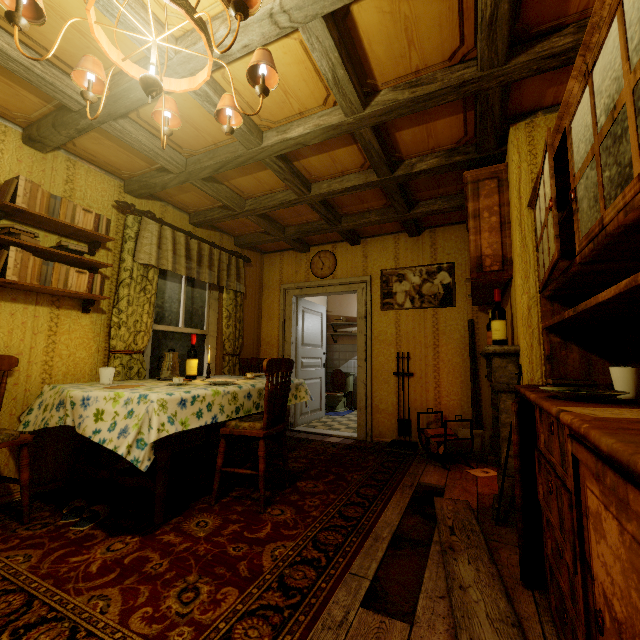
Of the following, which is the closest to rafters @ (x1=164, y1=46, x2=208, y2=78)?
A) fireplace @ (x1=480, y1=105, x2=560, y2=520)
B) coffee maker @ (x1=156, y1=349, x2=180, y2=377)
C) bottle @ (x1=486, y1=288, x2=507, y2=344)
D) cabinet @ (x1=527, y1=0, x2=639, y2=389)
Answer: fireplace @ (x1=480, y1=105, x2=560, y2=520)

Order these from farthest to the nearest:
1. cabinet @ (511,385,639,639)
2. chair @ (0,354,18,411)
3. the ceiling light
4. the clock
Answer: Result:
1. the clock
2. chair @ (0,354,18,411)
3. the ceiling light
4. cabinet @ (511,385,639,639)

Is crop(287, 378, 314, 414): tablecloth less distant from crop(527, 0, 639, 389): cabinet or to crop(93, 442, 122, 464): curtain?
crop(93, 442, 122, 464): curtain

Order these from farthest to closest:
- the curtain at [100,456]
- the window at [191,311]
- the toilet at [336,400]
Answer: the toilet at [336,400] < the window at [191,311] < the curtain at [100,456]

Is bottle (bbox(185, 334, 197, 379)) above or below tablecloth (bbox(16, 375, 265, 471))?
above

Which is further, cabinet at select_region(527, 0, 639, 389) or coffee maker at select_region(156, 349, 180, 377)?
coffee maker at select_region(156, 349, 180, 377)

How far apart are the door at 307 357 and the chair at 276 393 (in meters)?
2.21

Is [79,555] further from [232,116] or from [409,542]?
[232,116]
